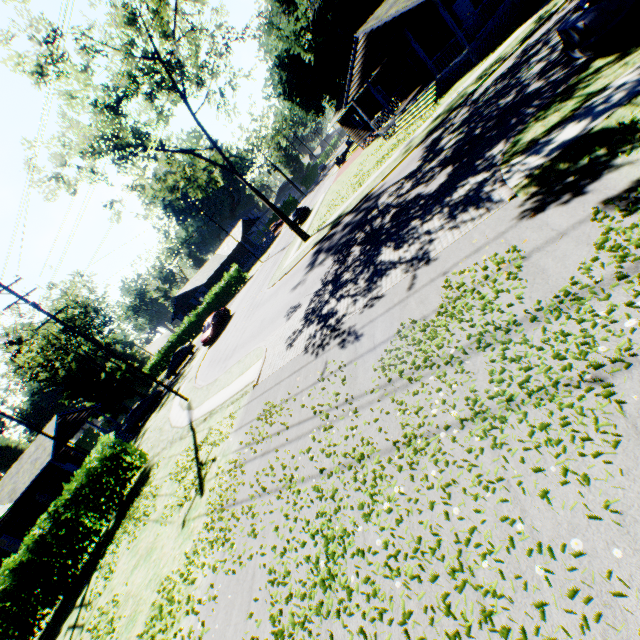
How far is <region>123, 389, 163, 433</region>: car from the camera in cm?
3114

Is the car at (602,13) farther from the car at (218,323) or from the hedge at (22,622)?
the car at (218,323)

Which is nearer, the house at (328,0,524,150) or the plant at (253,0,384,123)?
the house at (328,0,524,150)

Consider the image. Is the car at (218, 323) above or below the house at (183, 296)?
below

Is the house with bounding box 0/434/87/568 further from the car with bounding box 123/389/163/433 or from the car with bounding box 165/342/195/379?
the car with bounding box 165/342/195/379

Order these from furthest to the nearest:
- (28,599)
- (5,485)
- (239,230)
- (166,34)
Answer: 1. (239,230)
2. (5,485)
3. (166,34)
4. (28,599)

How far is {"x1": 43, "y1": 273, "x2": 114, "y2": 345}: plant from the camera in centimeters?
3941cm

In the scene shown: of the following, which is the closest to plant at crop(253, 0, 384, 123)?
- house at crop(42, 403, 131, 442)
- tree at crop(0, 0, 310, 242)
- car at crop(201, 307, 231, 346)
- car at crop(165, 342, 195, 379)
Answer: tree at crop(0, 0, 310, 242)
